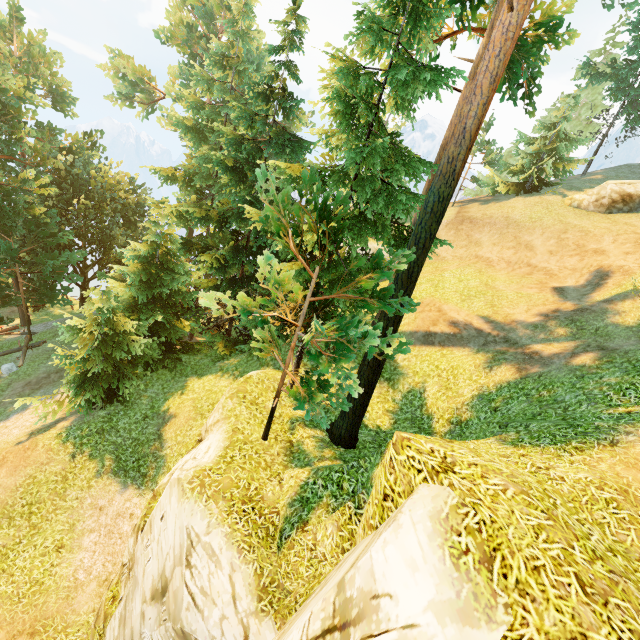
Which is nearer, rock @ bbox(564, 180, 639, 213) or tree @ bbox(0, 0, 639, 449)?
tree @ bbox(0, 0, 639, 449)

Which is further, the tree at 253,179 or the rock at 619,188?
the rock at 619,188

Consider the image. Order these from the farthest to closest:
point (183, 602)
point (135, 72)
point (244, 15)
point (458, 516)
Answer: point (135, 72) → point (244, 15) → point (183, 602) → point (458, 516)
